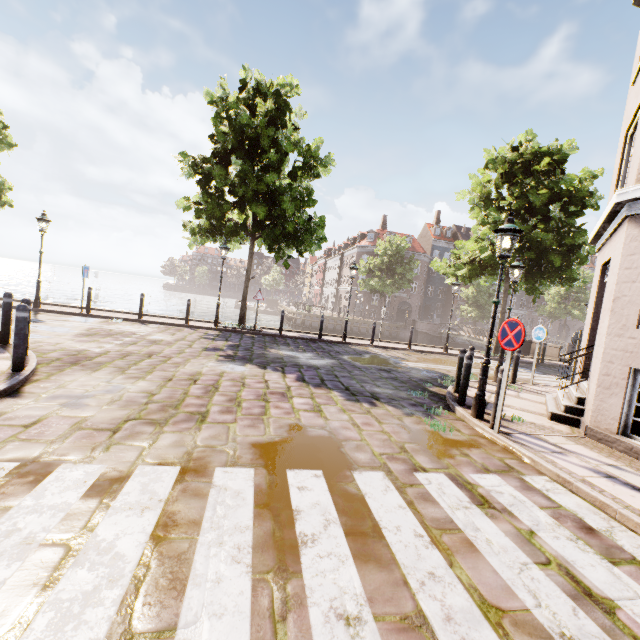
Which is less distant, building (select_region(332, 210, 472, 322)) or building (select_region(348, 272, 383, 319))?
building (select_region(348, 272, 383, 319))

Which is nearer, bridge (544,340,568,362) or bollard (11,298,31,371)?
bollard (11,298,31,371)

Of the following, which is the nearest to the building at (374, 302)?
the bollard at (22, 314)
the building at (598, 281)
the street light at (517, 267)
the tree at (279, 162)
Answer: the tree at (279, 162)

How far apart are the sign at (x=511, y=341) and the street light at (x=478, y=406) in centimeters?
56cm

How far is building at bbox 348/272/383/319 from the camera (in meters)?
48.66

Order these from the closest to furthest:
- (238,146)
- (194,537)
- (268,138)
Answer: (194,537) → (268,138) → (238,146)

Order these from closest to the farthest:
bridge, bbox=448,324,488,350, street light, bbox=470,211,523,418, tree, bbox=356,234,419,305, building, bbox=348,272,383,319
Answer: street light, bbox=470,211,523,418 < bridge, bbox=448,324,488,350 < tree, bbox=356,234,419,305 < building, bbox=348,272,383,319

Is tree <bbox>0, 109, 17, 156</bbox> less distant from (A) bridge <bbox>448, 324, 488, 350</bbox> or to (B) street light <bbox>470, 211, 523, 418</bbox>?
(A) bridge <bbox>448, 324, 488, 350</bbox>
